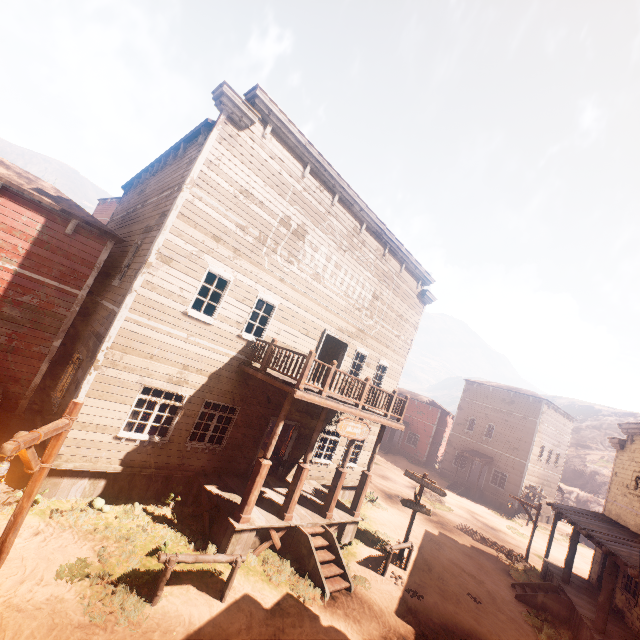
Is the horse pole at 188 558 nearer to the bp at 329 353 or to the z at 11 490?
the z at 11 490

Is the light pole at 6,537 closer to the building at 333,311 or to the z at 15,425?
the z at 15,425

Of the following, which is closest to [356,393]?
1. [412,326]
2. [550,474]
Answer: [412,326]

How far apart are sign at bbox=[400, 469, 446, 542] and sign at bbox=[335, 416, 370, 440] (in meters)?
3.30

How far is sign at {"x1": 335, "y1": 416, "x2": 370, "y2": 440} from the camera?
10.1m

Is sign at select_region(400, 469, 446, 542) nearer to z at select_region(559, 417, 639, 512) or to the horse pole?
z at select_region(559, 417, 639, 512)

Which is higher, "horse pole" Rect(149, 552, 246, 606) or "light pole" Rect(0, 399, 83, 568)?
"light pole" Rect(0, 399, 83, 568)

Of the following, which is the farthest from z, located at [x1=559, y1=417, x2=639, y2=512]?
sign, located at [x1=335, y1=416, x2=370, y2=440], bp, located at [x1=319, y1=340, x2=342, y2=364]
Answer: bp, located at [x1=319, y1=340, x2=342, y2=364]
